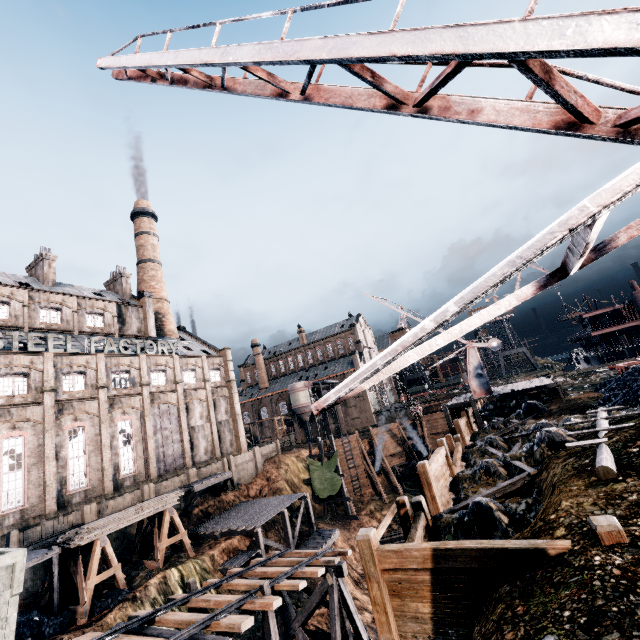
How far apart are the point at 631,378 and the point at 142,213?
64.71m

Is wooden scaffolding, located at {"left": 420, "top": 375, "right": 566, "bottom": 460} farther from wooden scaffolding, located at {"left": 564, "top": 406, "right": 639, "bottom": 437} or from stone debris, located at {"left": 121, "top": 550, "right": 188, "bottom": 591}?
stone debris, located at {"left": 121, "top": 550, "right": 188, "bottom": 591}

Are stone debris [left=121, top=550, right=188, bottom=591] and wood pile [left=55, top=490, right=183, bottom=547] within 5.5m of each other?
yes

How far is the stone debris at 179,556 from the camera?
22.2 meters

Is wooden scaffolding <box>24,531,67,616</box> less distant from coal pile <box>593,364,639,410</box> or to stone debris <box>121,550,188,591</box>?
stone debris <box>121,550,188,591</box>

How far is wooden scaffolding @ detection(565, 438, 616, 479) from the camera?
7.8m

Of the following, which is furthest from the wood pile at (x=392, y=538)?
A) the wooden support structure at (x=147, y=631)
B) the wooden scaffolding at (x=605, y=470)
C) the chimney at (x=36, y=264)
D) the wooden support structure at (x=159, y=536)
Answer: the chimney at (x=36, y=264)

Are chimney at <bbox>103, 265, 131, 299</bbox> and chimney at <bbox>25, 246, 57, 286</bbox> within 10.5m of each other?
yes
